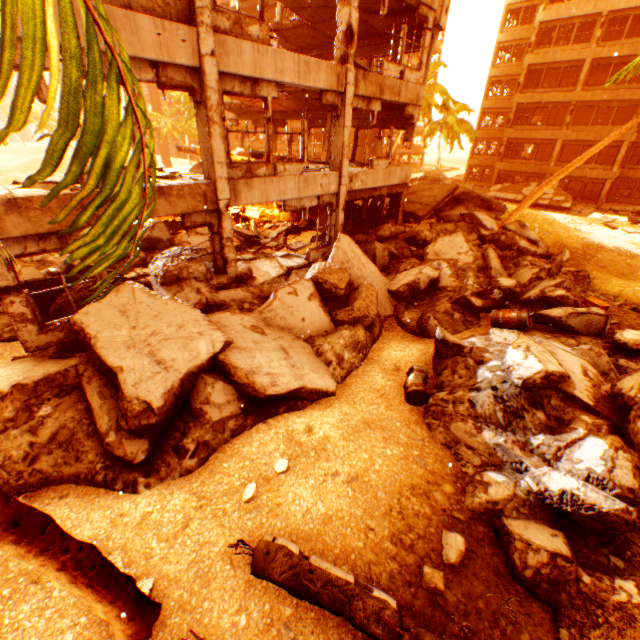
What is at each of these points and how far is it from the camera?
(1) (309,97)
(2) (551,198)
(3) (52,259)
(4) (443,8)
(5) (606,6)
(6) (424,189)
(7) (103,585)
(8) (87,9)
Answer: (1) floor rubble, 14.7m
(2) floor rubble, 29.8m
(3) rock pile, 10.8m
(4) pillar, 12.8m
(5) wall corner piece, 25.7m
(6) floor rubble, 18.6m
(7) rubble, 3.3m
(8) rubble, 1.2m

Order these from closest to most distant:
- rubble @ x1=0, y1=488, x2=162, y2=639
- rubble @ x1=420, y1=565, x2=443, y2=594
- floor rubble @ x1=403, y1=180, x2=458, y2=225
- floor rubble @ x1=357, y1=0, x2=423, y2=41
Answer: rubble @ x1=0, y1=488, x2=162, y2=639
rubble @ x1=420, y1=565, x2=443, y2=594
floor rubble @ x1=357, y1=0, x2=423, y2=41
floor rubble @ x1=403, y1=180, x2=458, y2=225

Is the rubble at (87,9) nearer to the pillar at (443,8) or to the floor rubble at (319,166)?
the pillar at (443,8)

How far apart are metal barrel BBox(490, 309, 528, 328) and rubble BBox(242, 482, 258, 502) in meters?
7.6

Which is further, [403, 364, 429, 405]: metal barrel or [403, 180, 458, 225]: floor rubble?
[403, 180, 458, 225]: floor rubble

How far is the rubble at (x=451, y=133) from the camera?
28.11m

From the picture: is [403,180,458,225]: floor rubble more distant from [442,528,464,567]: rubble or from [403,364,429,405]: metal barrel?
[403,364,429,405]: metal barrel

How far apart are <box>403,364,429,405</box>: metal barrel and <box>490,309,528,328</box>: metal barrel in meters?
2.9
